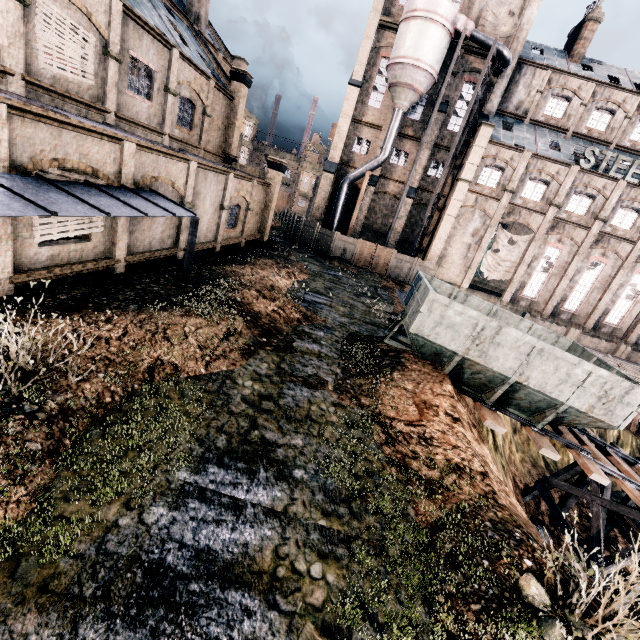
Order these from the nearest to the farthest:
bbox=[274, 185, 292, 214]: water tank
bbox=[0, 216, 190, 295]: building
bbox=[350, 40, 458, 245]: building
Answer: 1. bbox=[0, 216, 190, 295]: building
2. bbox=[350, 40, 458, 245]: building
3. bbox=[274, 185, 292, 214]: water tank

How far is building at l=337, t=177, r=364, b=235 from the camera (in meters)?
37.81

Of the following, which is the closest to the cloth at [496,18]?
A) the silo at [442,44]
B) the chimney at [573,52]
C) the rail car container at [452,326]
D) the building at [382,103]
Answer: the building at [382,103]

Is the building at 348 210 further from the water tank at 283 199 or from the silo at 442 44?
the water tank at 283 199

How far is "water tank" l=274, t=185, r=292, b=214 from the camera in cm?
5454

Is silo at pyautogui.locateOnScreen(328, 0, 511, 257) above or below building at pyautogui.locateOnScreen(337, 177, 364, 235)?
above

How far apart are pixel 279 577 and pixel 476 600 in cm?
295
